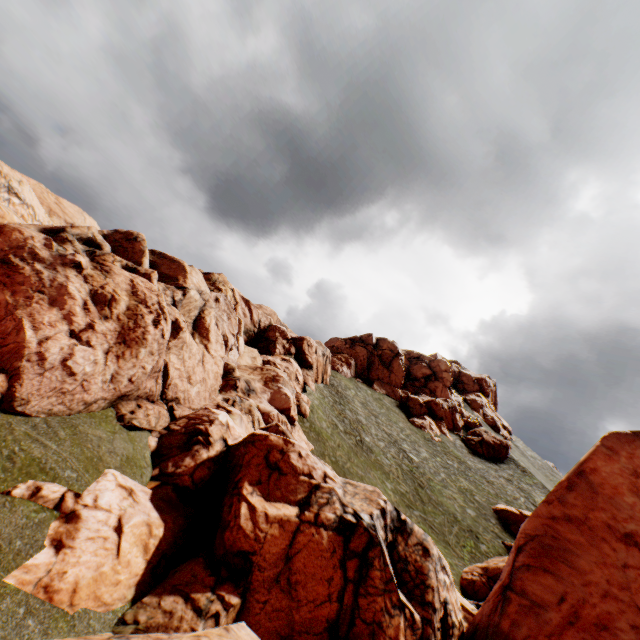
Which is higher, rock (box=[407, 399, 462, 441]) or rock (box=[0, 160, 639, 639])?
rock (box=[407, 399, 462, 441])

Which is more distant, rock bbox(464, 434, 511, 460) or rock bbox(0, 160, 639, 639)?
rock bbox(464, 434, 511, 460)

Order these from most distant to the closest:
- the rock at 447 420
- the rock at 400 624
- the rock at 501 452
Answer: the rock at 447 420, the rock at 501 452, the rock at 400 624

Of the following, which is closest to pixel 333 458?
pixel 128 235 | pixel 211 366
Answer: pixel 211 366

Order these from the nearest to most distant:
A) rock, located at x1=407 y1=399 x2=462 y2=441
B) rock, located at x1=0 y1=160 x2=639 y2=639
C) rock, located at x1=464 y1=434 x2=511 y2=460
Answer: rock, located at x1=0 y1=160 x2=639 y2=639 < rock, located at x1=464 y1=434 x2=511 y2=460 < rock, located at x1=407 y1=399 x2=462 y2=441

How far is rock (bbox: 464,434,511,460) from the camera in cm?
5356

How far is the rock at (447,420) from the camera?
54.34m
